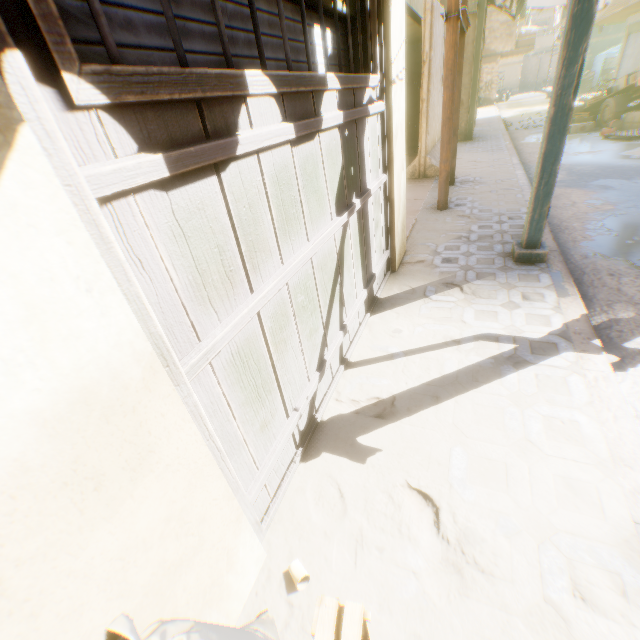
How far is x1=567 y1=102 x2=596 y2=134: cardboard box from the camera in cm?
1128

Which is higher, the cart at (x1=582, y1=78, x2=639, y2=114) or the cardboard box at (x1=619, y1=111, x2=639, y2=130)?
the cart at (x1=582, y1=78, x2=639, y2=114)

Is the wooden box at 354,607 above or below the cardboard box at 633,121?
above

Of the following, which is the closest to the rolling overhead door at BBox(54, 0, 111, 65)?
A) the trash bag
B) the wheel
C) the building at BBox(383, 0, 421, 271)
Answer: the building at BBox(383, 0, 421, 271)

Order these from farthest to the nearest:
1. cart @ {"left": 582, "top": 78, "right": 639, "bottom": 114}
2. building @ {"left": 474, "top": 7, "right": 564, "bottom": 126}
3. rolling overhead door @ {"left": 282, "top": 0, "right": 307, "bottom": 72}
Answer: building @ {"left": 474, "top": 7, "right": 564, "bottom": 126} < cart @ {"left": 582, "top": 78, "right": 639, "bottom": 114} < rolling overhead door @ {"left": 282, "top": 0, "right": 307, "bottom": 72}

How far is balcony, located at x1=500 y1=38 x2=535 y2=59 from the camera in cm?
2372

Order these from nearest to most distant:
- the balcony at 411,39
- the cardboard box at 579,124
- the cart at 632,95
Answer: the balcony at 411,39
the cart at 632,95
the cardboard box at 579,124

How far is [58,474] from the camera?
0.73m
